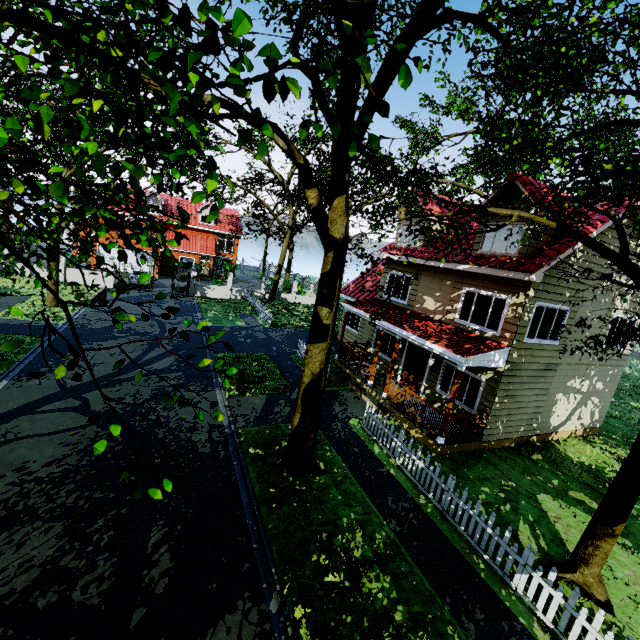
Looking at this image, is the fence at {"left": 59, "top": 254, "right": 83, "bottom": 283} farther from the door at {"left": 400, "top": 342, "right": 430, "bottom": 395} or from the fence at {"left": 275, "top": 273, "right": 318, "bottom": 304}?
the door at {"left": 400, "top": 342, "right": 430, "bottom": 395}

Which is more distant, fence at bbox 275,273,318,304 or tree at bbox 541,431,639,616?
fence at bbox 275,273,318,304

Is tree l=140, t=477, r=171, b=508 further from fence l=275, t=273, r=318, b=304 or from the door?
the door

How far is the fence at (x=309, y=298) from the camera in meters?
33.1 m

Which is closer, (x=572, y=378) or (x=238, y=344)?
(x=572, y=378)

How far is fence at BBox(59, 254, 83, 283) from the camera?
25.0m

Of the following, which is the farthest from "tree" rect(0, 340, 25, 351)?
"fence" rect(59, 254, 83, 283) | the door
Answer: the door

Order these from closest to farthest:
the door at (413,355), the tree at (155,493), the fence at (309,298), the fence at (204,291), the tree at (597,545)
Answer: the tree at (155,493)
the tree at (597,545)
the door at (413,355)
the fence at (204,291)
the fence at (309,298)
